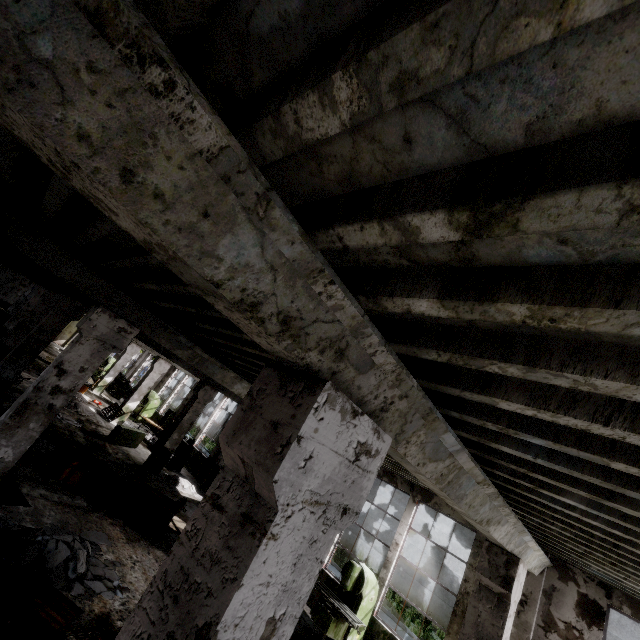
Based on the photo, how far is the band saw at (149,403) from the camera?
20.2m

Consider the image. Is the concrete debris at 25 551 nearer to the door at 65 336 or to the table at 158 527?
the table at 158 527

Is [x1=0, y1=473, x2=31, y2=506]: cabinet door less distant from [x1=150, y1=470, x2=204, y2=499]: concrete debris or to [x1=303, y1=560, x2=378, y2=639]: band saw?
[x1=150, y1=470, x2=204, y2=499]: concrete debris

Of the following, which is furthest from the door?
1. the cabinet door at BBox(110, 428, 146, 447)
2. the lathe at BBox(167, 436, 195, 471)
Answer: the cabinet door at BBox(110, 428, 146, 447)

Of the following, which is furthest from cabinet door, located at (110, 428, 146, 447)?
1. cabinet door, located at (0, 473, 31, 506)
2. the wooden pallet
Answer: the wooden pallet

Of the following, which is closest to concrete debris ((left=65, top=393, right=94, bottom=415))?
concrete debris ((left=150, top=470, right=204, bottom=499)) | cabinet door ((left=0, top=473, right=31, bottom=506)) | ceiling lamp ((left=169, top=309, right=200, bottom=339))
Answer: concrete debris ((left=150, top=470, right=204, bottom=499))

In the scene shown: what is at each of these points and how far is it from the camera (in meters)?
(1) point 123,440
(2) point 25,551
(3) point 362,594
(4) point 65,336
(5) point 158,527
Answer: (1) cabinet door, 13.78
(2) concrete debris, 4.98
(3) band saw, 7.95
(4) door, 34.62
(5) table, 8.50

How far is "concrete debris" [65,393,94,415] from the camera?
14.61m
